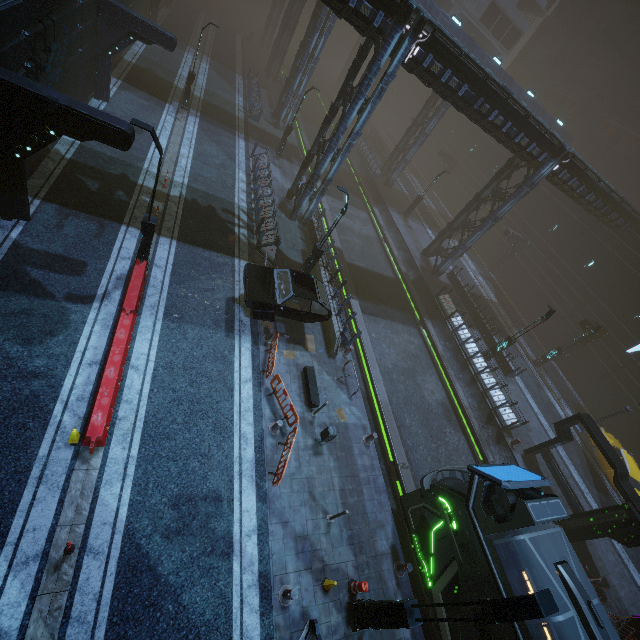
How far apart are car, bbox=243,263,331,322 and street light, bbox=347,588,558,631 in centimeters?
952cm

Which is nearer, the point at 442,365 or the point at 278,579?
the point at 278,579

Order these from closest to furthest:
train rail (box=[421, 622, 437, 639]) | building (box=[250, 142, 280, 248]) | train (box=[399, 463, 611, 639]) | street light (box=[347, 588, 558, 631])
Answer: street light (box=[347, 588, 558, 631]) < train (box=[399, 463, 611, 639]) < train rail (box=[421, 622, 437, 639]) < building (box=[250, 142, 280, 248])

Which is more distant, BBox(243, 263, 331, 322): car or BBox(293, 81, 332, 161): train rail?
BBox(293, 81, 332, 161): train rail

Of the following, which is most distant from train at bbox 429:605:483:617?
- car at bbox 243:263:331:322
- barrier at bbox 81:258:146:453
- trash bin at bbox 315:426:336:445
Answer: barrier at bbox 81:258:146:453

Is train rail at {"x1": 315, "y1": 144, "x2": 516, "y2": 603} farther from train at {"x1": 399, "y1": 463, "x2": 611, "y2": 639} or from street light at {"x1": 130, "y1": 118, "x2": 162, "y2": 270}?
street light at {"x1": 130, "y1": 118, "x2": 162, "y2": 270}

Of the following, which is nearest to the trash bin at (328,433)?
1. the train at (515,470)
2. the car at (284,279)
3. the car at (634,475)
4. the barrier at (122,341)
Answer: the train at (515,470)

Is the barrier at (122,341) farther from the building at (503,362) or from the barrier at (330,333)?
the barrier at (330,333)
